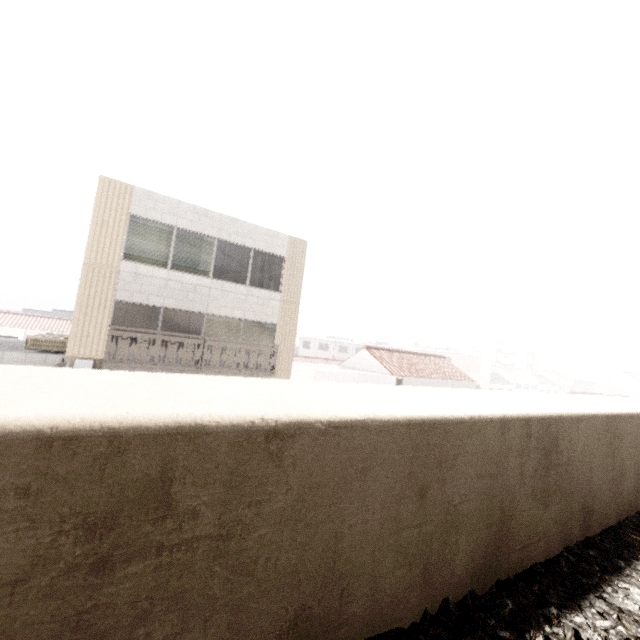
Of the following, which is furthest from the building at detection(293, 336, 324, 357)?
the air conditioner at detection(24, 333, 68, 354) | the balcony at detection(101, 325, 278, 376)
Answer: the air conditioner at detection(24, 333, 68, 354)

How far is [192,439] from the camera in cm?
96

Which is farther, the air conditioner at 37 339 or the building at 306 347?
the building at 306 347

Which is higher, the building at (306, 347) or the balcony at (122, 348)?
the balcony at (122, 348)

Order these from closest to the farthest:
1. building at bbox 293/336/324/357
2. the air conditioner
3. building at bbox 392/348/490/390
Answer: the air conditioner, building at bbox 392/348/490/390, building at bbox 293/336/324/357

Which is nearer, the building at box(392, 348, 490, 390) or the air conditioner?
the air conditioner

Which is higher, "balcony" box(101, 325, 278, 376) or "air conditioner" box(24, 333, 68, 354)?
"balcony" box(101, 325, 278, 376)
